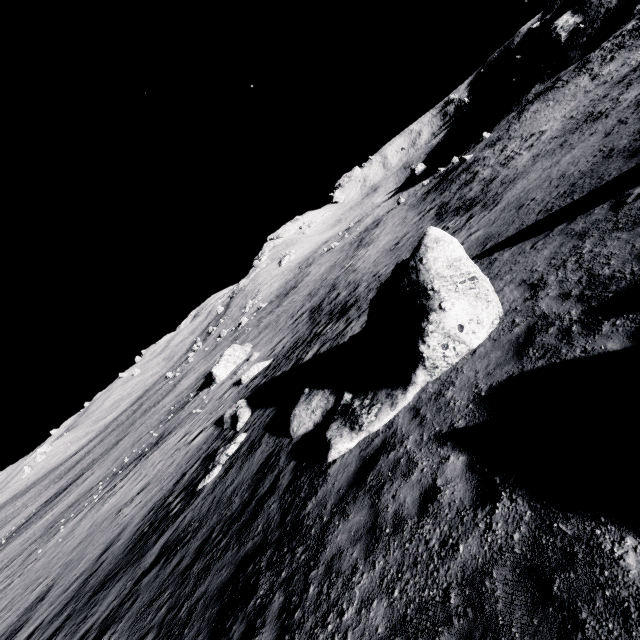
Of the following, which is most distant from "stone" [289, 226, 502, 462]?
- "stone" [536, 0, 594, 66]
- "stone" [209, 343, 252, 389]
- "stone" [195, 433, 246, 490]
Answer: "stone" [536, 0, 594, 66]

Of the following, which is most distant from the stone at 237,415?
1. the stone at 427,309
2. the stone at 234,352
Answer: the stone at 234,352

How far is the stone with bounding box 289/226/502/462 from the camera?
7.9m

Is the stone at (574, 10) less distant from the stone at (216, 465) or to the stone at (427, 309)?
the stone at (427, 309)

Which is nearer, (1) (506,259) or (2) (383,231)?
(1) (506,259)

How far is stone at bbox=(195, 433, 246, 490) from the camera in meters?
14.1

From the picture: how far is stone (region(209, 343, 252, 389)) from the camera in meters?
34.8 m

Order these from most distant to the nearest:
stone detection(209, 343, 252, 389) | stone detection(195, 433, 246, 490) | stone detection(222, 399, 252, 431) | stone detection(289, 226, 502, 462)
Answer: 1. stone detection(209, 343, 252, 389)
2. stone detection(222, 399, 252, 431)
3. stone detection(195, 433, 246, 490)
4. stone detection(289, 226, 502, 462)
